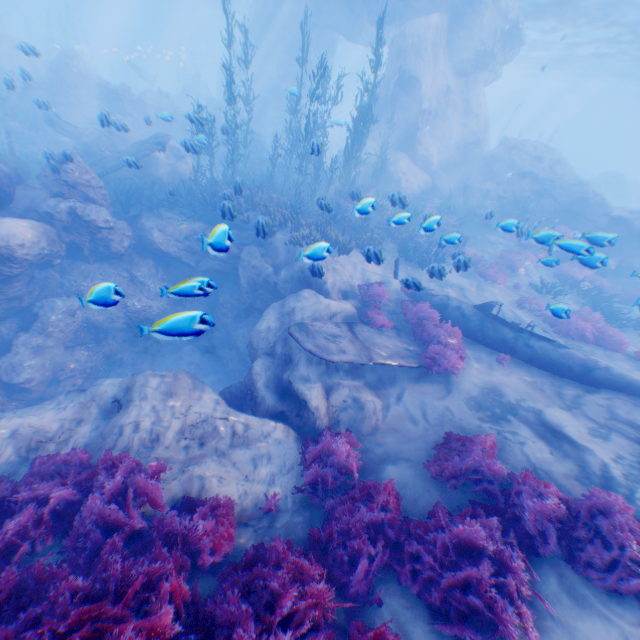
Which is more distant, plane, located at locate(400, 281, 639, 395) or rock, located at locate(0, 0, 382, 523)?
plane, located at locate(400, 281, 639, 395)

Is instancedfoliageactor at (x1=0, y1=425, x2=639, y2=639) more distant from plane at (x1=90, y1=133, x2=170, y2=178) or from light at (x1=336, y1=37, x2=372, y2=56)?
light at (x1=336, y1=37, x2=372, y2=56)

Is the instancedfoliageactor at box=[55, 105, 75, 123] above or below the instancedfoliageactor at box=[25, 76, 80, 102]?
below

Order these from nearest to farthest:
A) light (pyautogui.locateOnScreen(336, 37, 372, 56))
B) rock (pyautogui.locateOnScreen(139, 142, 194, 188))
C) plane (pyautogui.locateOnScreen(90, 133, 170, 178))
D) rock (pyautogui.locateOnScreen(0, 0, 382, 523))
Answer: rock (pyautogui.locateOnScreen(0, 0, 382, 523)) < plane (pyautogui.locateOnScreen(90, 133, 170, 178)) < rock (pyautogui.locateOnScreen(139, 142, 194, 188)) < light (pyautogui.locateOnScreen(336, 37, 372, 56))

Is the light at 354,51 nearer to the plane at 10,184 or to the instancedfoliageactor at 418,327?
the instancedfoliageactor at 418,327

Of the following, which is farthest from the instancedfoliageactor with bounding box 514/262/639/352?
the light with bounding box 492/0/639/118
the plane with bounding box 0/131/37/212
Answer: the light with bounding box 492/0/639/118

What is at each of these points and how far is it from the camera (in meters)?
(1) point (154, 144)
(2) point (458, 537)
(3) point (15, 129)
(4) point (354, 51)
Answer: (1) plane, 14.62
(2) instancedfoliageactor, 4.38
(3) instancedfoliageactor, 19.23
(4) light, 58.47

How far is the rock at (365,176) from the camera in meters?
21.0 m
